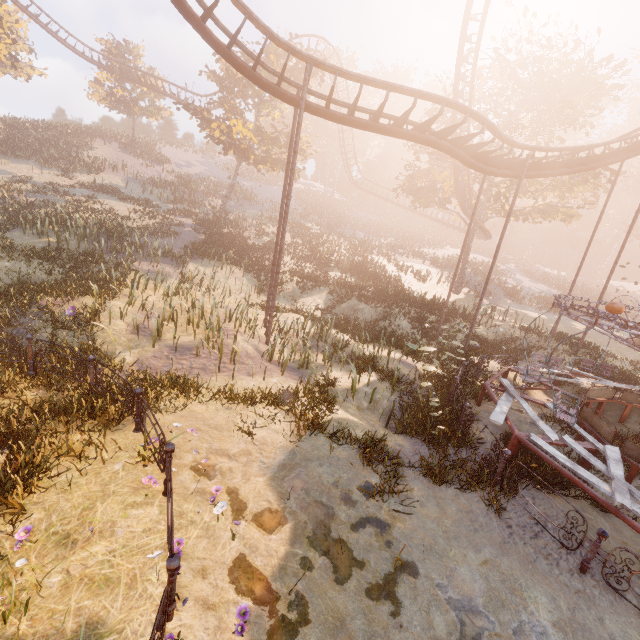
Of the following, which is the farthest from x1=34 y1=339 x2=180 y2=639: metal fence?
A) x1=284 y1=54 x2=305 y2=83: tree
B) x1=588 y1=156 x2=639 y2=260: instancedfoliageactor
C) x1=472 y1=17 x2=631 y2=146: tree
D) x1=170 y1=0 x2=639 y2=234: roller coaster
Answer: x1=588 y1=156 x2=639 y2=260: instancedfoliageactor

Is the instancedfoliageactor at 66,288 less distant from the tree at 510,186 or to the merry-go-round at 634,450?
the merry-go-round at 634,450

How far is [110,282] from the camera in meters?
14.3 m

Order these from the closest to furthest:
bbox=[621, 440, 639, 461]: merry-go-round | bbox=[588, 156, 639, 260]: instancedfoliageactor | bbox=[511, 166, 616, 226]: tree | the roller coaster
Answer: bbox=[621, 440, 639, 461]: merry-go-round, the roller coaster, bbox=[511, 166, 616, 226]: tree, bbox=[588, 156, 639, 260]: instancedfoliageactor

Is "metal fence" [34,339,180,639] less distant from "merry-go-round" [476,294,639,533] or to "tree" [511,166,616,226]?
"merry-go-round" [476,294,639,533]

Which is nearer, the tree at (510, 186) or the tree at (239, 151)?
the tree at (510, 186)

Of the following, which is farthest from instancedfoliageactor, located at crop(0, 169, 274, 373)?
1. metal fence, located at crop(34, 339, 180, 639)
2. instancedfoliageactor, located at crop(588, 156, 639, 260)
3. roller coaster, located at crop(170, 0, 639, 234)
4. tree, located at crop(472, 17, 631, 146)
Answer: instancedfoliageactor, located at crop(588, 156, 639, 260)

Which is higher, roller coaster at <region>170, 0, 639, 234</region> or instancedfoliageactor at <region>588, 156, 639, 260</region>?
instancedfoliageactor at <region>588, 156, 639, 260</region>
